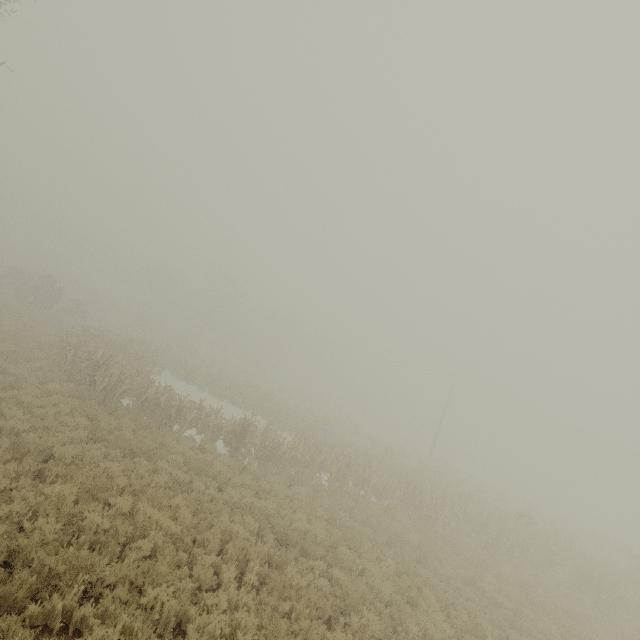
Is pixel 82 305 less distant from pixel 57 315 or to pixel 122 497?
pixel 57 315

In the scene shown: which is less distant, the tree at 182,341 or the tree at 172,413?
the tree at 172,413

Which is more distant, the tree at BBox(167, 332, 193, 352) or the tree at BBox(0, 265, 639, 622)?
the tree at BBox(167, 332, 193, 352)

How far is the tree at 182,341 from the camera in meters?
53.4

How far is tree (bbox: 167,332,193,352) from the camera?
53.39m
